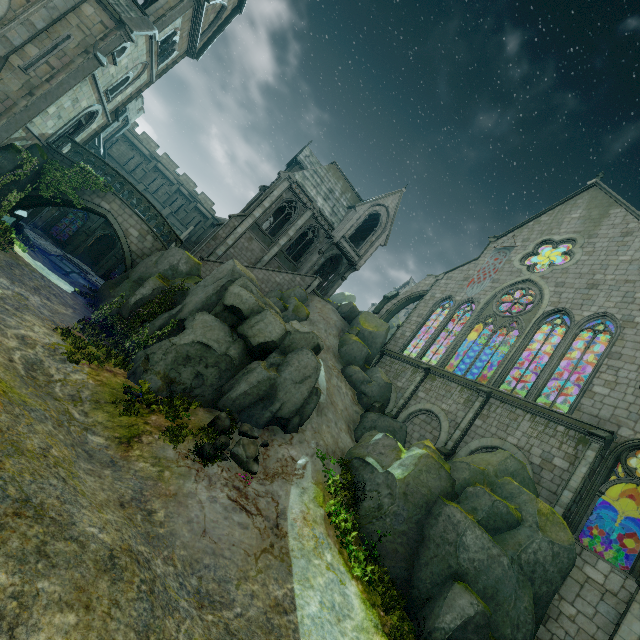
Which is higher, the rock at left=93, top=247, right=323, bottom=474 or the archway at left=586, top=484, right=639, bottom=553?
the archway at left=586, top=484, right=639, bottom=553

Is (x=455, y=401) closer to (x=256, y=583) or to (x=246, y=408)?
(x=246, y=408)

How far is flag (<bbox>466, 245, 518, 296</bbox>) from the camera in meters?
26.4 m

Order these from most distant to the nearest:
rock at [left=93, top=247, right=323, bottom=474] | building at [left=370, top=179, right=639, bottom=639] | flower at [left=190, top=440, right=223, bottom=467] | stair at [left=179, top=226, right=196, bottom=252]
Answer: stair at [left=179, top=226, right=196, bottom=252] → rock at [left=93, top=247, right=323, bottom=474] → building at [left=370, top=179, right=639, bottom=639] → flower at [left=190, top=440, right=223, bottom=467]

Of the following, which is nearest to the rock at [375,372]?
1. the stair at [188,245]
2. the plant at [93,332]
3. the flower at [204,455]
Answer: the stair at [188,245]

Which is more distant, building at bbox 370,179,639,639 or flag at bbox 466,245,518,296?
flag at bbox 466,245,518,296

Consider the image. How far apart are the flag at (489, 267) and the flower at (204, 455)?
22.75m

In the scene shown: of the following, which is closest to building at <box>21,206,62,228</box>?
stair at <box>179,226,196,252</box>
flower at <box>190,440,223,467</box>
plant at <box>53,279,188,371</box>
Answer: stair at <box>179,226,196,252</box>
